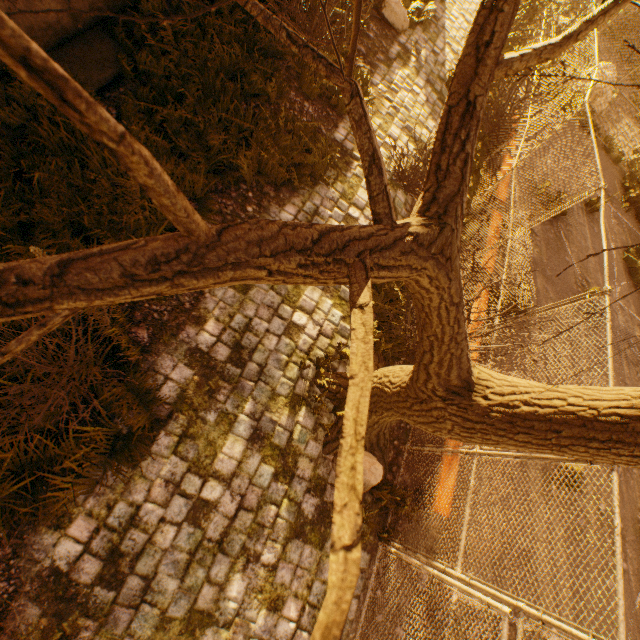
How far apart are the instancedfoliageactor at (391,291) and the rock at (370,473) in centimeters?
205cm

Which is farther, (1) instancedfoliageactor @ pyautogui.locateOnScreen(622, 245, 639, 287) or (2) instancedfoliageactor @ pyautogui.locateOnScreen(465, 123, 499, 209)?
(1) instancedfoliageactor @ pyautogui.locateOnScreen(622, 245, 639, 287)

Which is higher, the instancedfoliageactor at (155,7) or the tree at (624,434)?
the tree at (624,434)

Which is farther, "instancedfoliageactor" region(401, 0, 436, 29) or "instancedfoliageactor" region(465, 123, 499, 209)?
"instancedfoliageactor" region(401, 0, 436, 29)

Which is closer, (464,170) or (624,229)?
(464,170)

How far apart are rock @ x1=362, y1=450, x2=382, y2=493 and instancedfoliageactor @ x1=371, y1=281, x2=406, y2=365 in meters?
2.0 m

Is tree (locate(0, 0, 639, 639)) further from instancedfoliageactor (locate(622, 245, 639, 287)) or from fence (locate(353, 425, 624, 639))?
instancedfoliageactor (locate(622, 245, 639, 287))

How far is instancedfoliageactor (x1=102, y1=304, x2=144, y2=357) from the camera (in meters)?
3.80
